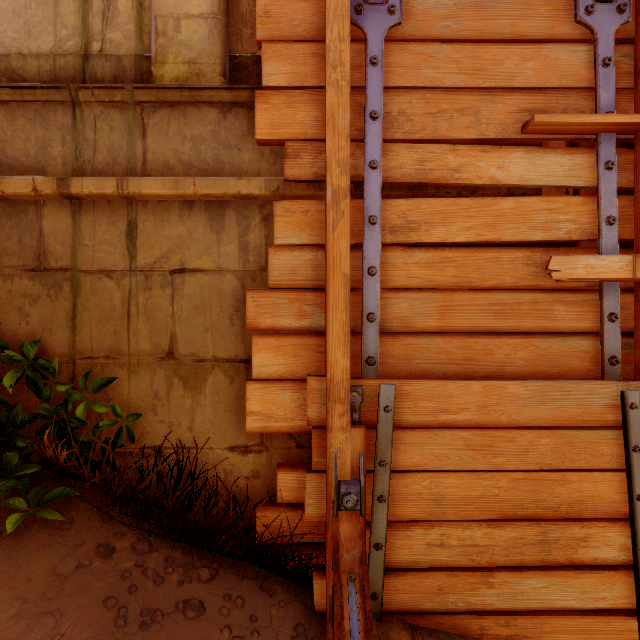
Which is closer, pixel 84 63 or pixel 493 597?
pixel 493 597

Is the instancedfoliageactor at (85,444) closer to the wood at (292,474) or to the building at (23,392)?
the building at (23,392)

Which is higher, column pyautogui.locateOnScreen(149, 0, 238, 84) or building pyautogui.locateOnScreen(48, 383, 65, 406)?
column pyautogui.locateOnScreen(149, 0, 238, 84)

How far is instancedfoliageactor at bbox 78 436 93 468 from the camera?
2.18m

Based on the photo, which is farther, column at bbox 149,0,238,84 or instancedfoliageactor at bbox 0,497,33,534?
column at bbox 149,0,238,84

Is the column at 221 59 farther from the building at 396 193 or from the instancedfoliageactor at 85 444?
the instancedfoliageactor at 85 444

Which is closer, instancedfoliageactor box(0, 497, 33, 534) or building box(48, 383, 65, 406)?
instancedfoliageactor box(0, 497, 33, 534)

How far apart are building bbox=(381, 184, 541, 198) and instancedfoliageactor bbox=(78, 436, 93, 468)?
2.2 meters
